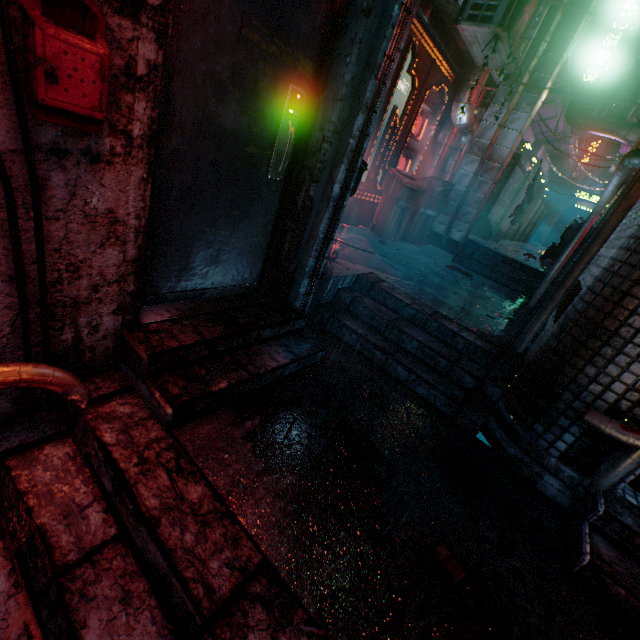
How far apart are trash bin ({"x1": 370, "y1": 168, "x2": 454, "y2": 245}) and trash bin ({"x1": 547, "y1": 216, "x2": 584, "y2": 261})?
4.4m

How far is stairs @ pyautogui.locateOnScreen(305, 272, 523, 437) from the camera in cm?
234

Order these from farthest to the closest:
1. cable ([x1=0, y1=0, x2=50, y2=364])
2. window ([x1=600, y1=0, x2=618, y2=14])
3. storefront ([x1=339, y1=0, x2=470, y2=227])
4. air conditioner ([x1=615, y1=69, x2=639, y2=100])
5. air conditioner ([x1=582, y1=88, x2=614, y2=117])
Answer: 1. air conditioner ([x1=615, y1=69, x2=639, y2=100])
2. air conditioner ([x1=582, y1=88, x2=614, y2=117])
3. window ([x1=600, y1=0, x2=618, y2=14])
4. storefront ([x1=339, y1=0, x2=470, y2=227])
5. cable ([x1=0, y1=0, x2=50, y2=364])

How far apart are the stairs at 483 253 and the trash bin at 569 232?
2.34m

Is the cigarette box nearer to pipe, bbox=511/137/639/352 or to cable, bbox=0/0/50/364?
pipe, bbox=511/137/639/352

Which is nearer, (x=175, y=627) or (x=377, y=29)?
(x=175, y=627)

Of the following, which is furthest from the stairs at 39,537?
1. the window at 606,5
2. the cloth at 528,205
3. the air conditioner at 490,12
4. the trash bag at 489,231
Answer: the window at 606,5

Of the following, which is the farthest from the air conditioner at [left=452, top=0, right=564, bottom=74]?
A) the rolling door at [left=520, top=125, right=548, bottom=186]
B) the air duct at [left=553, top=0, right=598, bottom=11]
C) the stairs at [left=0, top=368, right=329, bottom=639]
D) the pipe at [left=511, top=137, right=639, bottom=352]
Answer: the rolling door at [left=520, top=125, right=548, bottom=186]
